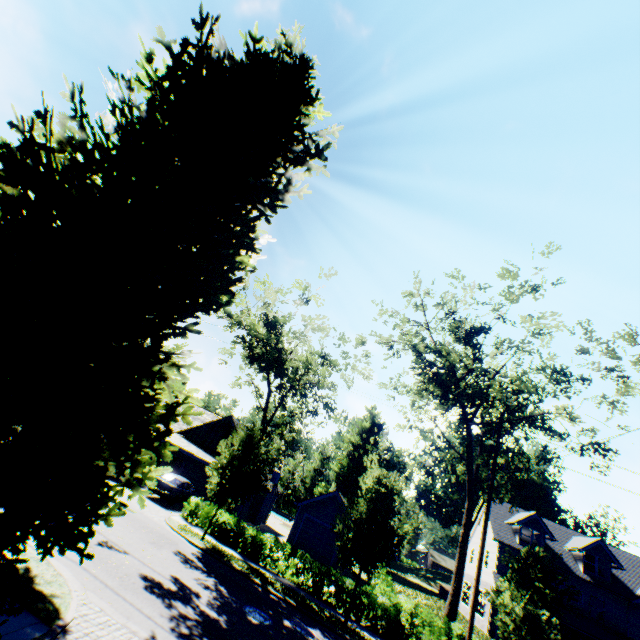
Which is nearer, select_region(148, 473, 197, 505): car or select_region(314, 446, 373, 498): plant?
select_region(148, 473, 197, 505): car

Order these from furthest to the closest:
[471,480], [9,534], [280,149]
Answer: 1. [471,480]
2. [280,149]
3. [9,534]

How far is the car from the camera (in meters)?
21.17

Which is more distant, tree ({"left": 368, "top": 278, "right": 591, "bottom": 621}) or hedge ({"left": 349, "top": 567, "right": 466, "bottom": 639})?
tree ({"left": 368, "top": 278, "right": 591, "bottom": 621})

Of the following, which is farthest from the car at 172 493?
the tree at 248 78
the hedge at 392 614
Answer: the hedge at 392 614

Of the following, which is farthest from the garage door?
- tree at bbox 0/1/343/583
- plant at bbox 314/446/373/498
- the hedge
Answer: plant at bbox 314/446/373/498

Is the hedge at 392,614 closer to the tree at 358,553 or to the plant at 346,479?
the tree at 358,553

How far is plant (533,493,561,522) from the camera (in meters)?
57.00
